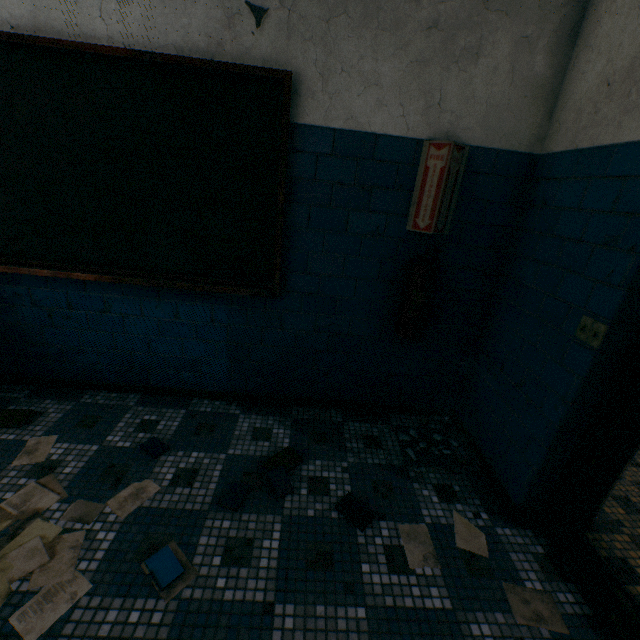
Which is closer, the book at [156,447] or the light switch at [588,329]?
the light switch at [588,329]

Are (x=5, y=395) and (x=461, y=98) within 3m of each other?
no

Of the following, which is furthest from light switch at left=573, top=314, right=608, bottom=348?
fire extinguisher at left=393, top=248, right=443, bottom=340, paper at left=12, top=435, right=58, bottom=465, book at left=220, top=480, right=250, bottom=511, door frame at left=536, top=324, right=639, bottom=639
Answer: paper at left=12, top=435, right=58, bottom=465

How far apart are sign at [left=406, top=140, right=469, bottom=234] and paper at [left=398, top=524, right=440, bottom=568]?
1.8m

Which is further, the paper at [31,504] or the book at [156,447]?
the book at [156,447]

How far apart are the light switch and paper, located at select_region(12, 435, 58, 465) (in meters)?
3.06

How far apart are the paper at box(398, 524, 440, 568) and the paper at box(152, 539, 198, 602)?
1.0 meters

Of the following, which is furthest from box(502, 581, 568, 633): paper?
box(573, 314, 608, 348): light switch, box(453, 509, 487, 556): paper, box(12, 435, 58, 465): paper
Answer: box(12, 435, 58, 465): paper
